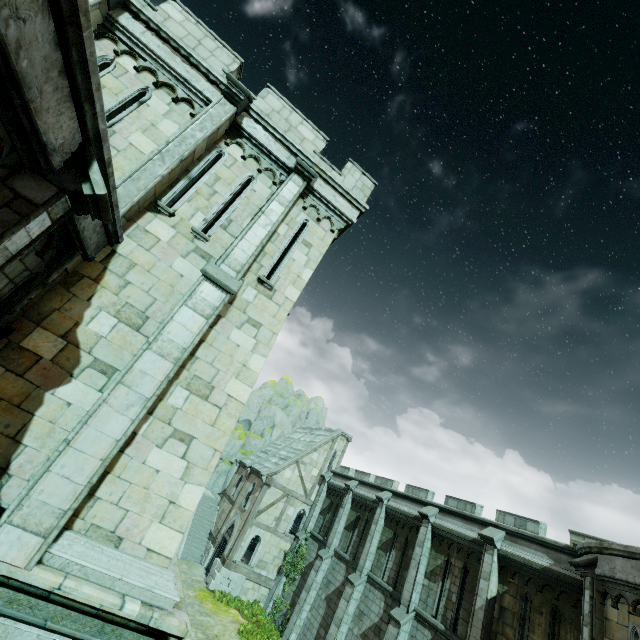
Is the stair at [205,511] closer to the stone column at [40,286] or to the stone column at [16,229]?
the stone column at [40,286]

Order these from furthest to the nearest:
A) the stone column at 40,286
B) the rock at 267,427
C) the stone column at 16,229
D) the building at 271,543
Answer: the rock at 267,427 < the building at 271,543 < the stone column at 40,286 < the stone column at 16,229

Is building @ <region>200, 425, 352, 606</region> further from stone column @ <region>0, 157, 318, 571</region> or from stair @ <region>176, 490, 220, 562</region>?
stone column @ <region>0, 157, 318, 571</region>

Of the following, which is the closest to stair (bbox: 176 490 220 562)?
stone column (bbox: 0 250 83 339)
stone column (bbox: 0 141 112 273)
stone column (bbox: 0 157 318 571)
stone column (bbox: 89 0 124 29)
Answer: stone column (bbox: 0 157 318 571)

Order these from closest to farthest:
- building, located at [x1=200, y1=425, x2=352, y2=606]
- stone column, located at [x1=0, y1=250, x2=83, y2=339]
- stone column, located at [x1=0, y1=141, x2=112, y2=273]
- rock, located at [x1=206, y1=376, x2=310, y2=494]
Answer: stone column, located at [x1=0, y1=141, x2=112, y2=273], stone column, located at [x1=0, y1=250, x2=83, y2=339], building, located at [x1=200, y1=425, x2=352, y2=606], rock, located at [x1=206, y1=376, x2=310, y2=494]

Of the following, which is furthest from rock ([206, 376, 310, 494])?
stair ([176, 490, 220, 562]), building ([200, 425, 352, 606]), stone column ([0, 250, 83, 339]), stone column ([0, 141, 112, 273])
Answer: stone column ([0, 141, 112, 273])

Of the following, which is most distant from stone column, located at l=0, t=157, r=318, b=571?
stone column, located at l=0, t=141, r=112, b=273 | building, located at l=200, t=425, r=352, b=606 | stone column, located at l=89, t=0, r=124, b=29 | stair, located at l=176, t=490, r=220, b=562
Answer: stair, located at l=176, t=490, r=220, b=562

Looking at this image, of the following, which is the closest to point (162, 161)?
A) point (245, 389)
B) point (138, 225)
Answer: point (138, 225)
